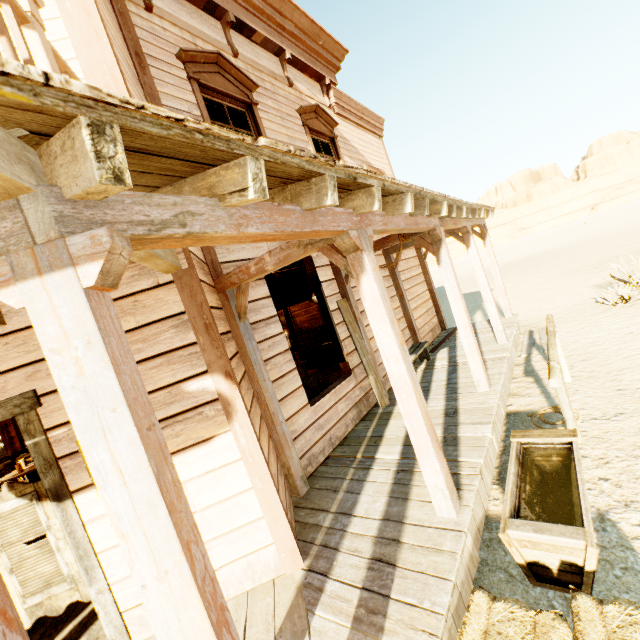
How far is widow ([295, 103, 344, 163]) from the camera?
6.3 meters

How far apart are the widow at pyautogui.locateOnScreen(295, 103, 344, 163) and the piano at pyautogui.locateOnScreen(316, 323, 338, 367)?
2.9m

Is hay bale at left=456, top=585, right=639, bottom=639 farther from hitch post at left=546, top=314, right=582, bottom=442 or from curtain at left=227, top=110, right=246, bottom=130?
curtain at left=227, top=110, right=246, bottom=130

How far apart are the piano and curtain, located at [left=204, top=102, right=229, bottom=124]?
4.8m

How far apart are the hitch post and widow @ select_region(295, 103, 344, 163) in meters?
4.1 m

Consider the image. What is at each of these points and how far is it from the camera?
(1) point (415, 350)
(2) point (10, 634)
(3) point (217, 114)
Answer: (1) bench, 7.0m
(2) building, 1.1m
(3) curtain, 4.8m

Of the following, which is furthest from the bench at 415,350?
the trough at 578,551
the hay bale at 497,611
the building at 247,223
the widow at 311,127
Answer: the hay bale at 497,611

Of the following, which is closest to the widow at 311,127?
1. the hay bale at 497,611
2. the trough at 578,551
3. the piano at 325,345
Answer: the piano at 325,345
